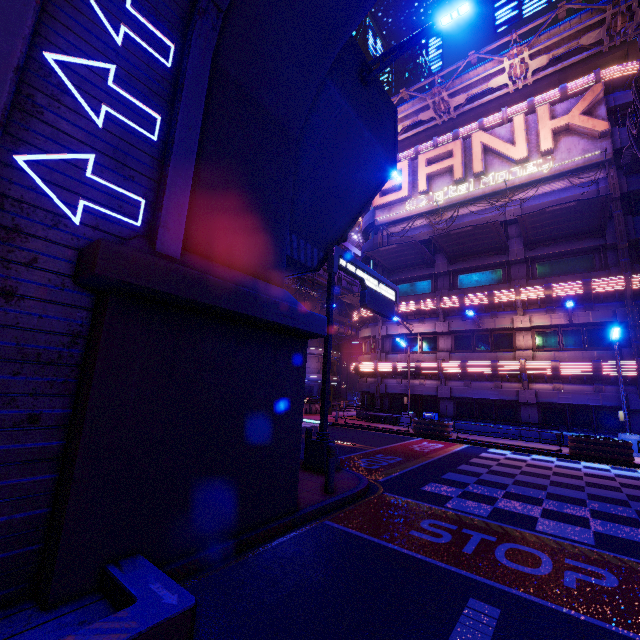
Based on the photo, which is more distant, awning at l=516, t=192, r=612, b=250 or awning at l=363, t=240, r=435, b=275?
awning at l=363, t=240, r=435, b=275

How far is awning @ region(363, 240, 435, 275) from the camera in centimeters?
2294cm

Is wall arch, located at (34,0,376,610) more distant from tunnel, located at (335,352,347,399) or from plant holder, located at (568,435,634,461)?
tunnel, located at (335,352,347,399)

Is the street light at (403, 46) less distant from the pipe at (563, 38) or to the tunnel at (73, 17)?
the tunnel at (73, 17)

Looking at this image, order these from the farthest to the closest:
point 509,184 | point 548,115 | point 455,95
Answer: point 455,95
point 509,184
point 548,115

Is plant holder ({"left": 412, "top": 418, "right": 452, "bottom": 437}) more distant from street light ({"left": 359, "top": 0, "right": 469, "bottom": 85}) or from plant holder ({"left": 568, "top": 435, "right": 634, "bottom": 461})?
street light ({"left": 359, "top": 0, "right": 469, "bottom": 85})

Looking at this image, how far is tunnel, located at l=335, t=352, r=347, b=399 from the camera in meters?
58.6

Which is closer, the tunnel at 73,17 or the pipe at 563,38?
the tunnel at 73,17
